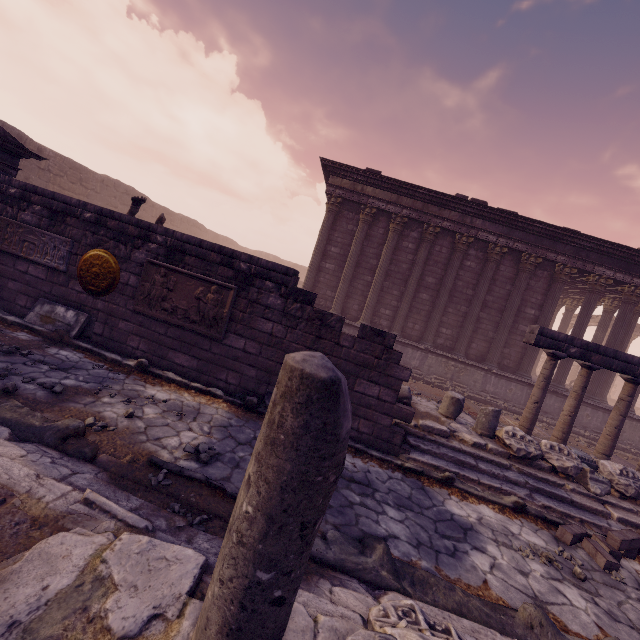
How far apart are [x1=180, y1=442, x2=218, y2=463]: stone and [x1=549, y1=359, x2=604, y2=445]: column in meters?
9.3

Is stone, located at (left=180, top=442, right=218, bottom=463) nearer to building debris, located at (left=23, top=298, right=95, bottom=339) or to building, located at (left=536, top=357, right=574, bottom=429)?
building debris, located at (left=23, top=298, right=95, bottom=339)

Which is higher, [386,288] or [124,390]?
[386,288]

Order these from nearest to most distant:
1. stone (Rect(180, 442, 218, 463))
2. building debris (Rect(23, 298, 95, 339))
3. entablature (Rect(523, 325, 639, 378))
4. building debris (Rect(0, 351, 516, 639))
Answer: building debris (Rect(0, 351, 516, 639)) → stone (Rect(180, 442, 218, 463)) → building debris (Rect(23, 298, 95, 339)) → entablature (Rect(523, 325, 639, 378))

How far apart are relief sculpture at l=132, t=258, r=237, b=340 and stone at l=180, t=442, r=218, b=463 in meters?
2.1 m

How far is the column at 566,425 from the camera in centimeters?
876cm

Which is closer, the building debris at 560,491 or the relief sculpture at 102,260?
the building debris at 560,491

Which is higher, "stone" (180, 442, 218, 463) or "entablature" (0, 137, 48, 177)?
"entablature" (0, 137, 48, 177)
